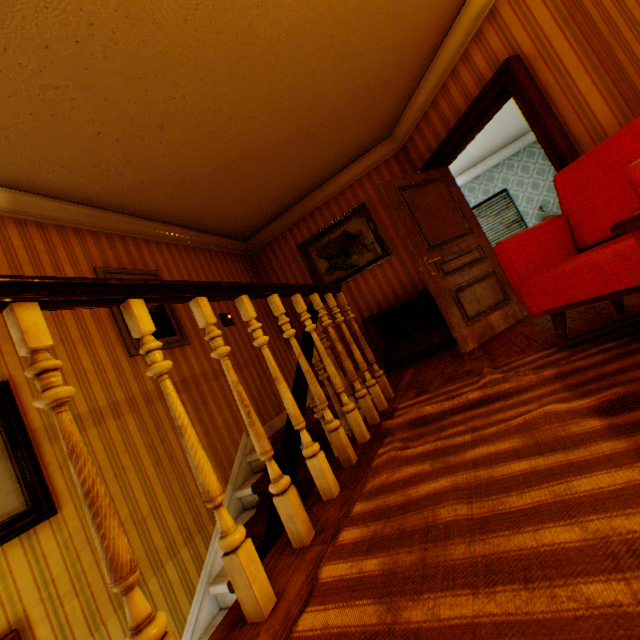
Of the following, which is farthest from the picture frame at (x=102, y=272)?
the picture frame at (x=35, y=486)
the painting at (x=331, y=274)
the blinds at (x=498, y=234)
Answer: the blinds at (x=498, y=234)

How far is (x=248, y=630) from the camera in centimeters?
105cm

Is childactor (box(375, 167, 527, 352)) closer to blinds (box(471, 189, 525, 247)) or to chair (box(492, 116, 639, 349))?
chair (box(492, 116, 639, 349))

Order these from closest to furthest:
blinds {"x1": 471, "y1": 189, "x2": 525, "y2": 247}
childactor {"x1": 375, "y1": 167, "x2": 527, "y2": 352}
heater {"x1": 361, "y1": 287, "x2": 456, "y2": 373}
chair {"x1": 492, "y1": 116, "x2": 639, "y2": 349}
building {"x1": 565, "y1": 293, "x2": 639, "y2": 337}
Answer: chair {"x1": 492, "y1": 116, "x2": 639, "y2": 349}
building {"x1": 565, "y1": 293, "x2": 639, "y2": 337}
childactor {"x1": 375, "y1": 167, "x2": 527, "y2": 352}
heater {"x1": 361, "y1": 287, "x2": 456, "y2": 373}
blinds {"x1": 471, "y1": 189, "x2": 525, "y2": 247}

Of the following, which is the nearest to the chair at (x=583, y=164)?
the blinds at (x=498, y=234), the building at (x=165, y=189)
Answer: the building at (x=165, y=189)

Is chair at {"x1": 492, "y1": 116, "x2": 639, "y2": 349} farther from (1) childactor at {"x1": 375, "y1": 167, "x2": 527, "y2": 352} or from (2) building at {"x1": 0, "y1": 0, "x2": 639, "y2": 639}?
(1) childactor at {"x1": 375, "y1": 167, "x2": 527, "y2": 352}

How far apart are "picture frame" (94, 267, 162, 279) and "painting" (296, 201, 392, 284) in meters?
2.4

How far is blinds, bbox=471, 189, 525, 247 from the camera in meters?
7.8
